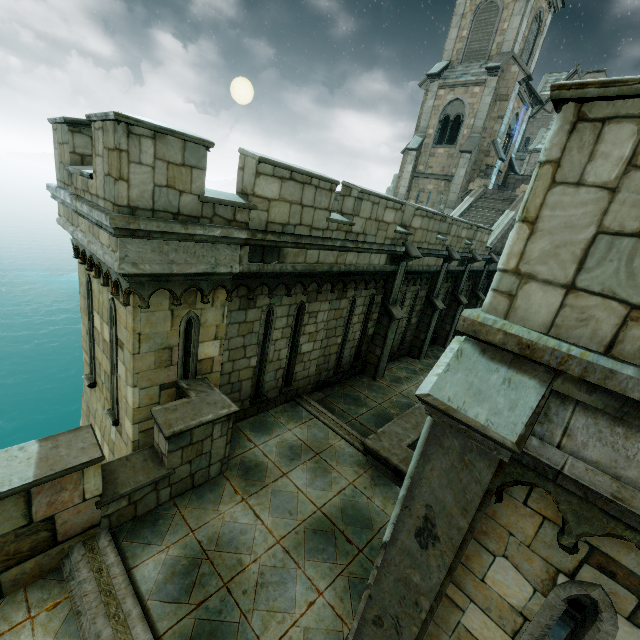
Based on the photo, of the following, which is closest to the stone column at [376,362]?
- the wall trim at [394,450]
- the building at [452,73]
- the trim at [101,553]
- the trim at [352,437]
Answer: the wall trim at [394,450]

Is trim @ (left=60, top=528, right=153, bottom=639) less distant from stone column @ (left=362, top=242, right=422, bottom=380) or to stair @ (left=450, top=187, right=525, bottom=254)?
stone column @ (left=362, top=242, right=422, bottom=380)

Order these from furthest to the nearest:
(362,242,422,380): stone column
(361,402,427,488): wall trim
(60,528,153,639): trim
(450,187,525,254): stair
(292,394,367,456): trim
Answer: (450,187,525,254): stair → (362,242,422,380): stone column → (292,394,367,456): trim → (361,402,427,488): wall trim → (60,528,153,639): trim

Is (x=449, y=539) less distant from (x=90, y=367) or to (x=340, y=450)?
(x=340, y=450)

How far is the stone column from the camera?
10.30m

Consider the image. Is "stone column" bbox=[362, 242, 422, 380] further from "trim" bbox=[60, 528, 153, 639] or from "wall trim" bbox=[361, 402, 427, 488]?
"trim" bbox=[60, 528, 153, 639]

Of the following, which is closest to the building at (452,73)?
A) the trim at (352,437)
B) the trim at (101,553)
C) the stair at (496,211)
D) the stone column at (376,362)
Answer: the stair at (496,211)

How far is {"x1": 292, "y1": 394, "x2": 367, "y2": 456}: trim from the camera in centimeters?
797cm
